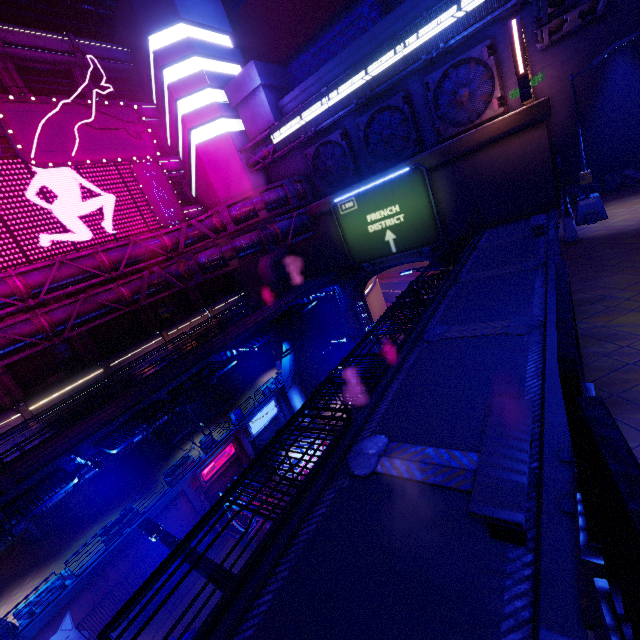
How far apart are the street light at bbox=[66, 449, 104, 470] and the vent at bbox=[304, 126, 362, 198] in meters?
24.8

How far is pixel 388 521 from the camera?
4.81m

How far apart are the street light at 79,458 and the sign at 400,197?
21.1 meters

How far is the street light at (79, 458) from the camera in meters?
10.5

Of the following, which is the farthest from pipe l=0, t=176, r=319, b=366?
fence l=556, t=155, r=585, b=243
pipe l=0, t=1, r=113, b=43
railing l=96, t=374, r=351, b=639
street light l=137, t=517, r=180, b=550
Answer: pipe l=0, t=1, r=113, b=43

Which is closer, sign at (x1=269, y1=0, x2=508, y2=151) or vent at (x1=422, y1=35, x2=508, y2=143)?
sign at (x1=269, y1=0, x2=508, y2=151)

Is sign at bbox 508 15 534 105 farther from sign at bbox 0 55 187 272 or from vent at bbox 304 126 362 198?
sign at bbox 0 55 187 272

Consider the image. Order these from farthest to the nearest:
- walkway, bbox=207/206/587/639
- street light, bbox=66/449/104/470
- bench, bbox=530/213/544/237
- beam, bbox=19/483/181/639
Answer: beam, bbox=19/483/181/639 < bench, bbox=530/213/544/237 < street light, bbox=66/449/104/470 < walkway, bbox=207/206/587/639
